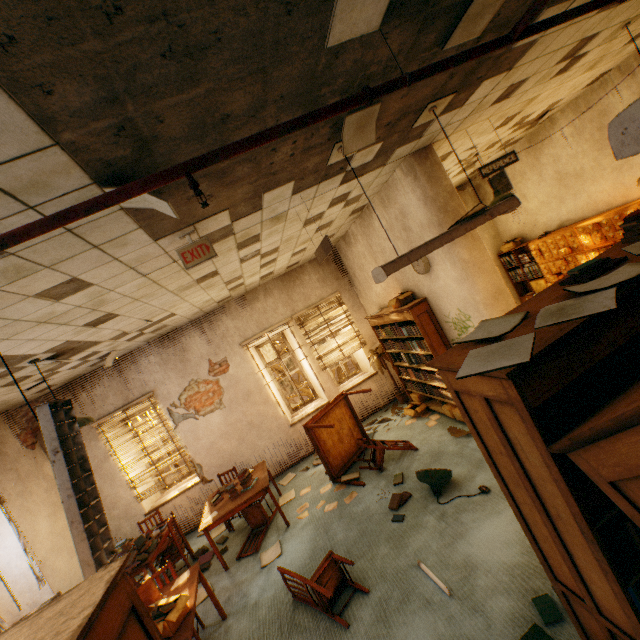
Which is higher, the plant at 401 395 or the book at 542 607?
the plant at 401 395

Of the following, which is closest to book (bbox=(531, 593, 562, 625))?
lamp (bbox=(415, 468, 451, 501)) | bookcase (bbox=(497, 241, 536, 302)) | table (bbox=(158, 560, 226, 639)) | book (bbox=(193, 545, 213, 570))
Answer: lamp (bbox=(415, 468, 451, 501))

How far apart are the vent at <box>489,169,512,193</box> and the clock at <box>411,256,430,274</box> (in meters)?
4.85

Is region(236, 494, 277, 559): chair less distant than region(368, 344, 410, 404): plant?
Yes

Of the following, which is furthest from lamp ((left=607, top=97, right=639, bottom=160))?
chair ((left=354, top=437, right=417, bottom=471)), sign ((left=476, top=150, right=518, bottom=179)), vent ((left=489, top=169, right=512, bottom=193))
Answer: vent ((left=489, top=169, right=512, bottom=193))

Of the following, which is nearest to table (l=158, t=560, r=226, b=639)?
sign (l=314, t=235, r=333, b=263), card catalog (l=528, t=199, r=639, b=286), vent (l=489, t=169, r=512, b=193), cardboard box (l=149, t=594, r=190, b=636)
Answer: cardboard box (l=149, t=594, r=190, b=636)

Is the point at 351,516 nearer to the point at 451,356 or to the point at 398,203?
the point at 451,356

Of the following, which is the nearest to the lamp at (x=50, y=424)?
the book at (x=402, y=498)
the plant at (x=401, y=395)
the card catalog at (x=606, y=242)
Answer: the book at (x=402, y=498)
